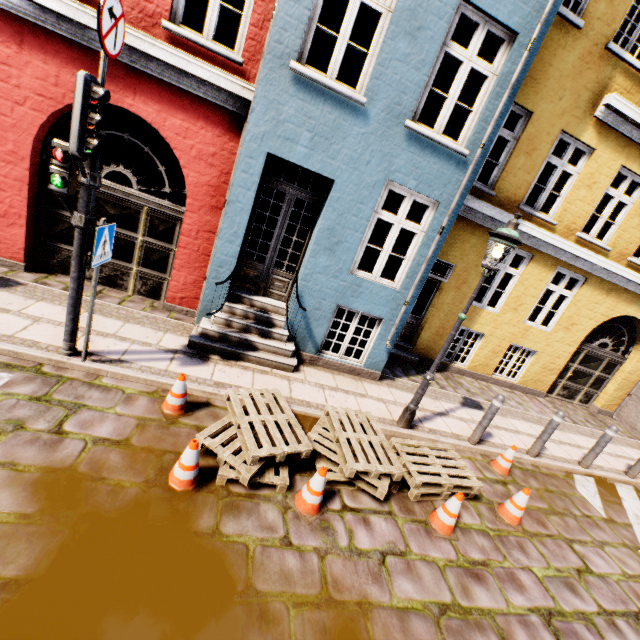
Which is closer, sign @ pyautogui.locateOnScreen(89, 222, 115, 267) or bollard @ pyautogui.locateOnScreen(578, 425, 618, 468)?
sign @ pyautogui.locateOnScreen(89, 222, 115, 267)

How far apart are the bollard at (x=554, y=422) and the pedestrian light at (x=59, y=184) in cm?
825

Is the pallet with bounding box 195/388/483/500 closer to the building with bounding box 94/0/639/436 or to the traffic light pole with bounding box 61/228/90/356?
the building with bounding box 94/0/639/436

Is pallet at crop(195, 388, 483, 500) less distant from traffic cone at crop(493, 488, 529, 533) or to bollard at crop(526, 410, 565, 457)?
traffic cone at crop(493, 488, 529, 533)

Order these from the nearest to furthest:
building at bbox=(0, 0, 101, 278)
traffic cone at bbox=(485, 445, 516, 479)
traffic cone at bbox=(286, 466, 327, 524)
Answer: traffic cone at bbox=(286, 466, 327, 524) → building at bbox=(0, 0, 101, 278) → traffic cone at bbox=(485, 445, 516, 479)

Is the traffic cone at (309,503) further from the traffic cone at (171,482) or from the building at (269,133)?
the building at (269,133)

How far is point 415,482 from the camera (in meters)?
4.28

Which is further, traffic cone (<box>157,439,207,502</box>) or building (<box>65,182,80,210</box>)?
building (<box>65,182,80,210</box>)
